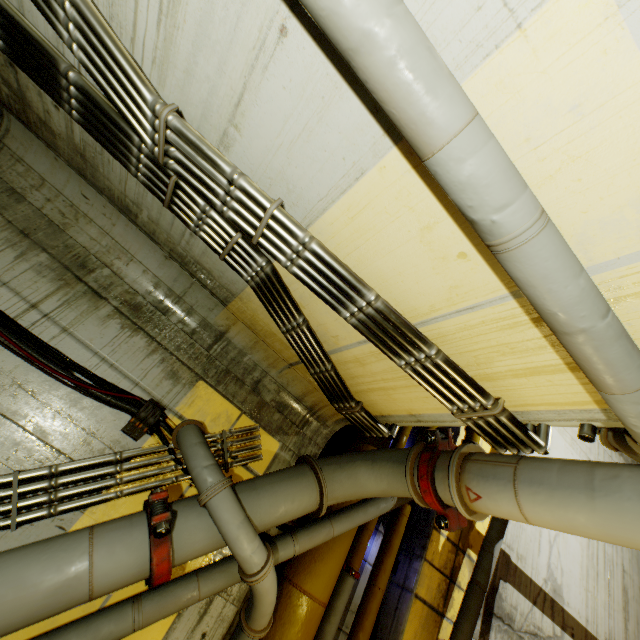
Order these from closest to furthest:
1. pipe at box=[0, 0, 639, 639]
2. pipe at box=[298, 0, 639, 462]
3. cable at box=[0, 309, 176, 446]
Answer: pipe at box=[298, 0, 639, 462]
pipe at box=[0, 0, 639, 639]
cable at box=[0, 309, 176, 446]

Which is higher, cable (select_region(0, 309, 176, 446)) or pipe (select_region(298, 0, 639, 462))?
pipe (select_region(298, 0, 639, 462))

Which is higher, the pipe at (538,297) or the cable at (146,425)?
the pipe at (538,297)

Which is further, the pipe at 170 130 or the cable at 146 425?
the cable at 146 425

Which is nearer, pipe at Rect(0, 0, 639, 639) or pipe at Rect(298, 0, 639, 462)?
pipe at Rect(298, 0, 639, 462)

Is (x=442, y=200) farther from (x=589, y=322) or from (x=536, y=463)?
(x=536, y=463)

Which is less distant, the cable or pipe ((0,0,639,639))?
pipe ((0,0,639,639))
